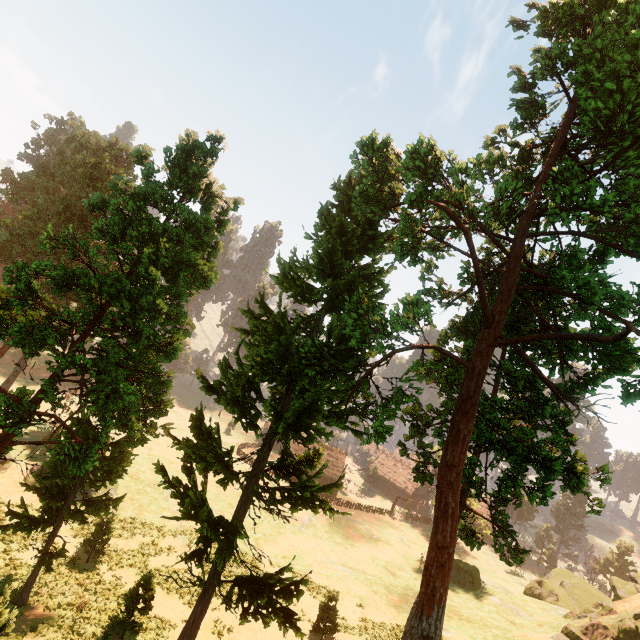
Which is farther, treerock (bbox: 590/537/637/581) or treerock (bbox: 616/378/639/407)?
treerock (bbox: 590/537/637/581)

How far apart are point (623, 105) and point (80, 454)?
23.1 meters

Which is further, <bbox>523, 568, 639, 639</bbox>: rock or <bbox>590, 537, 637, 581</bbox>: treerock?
<bbox>590, 537, 637, 581</bbox>: treerock

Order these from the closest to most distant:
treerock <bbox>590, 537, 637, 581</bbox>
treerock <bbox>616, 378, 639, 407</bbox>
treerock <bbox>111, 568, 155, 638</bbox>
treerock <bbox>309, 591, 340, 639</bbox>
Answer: treerock <bbox>616, 378, 639, 407</bbox> → treerock <bbox>111, 568, 155, 638</bbox> → treerock <bbox>309, 591, 340, 639</bbox> → treerock <bbox>590, 537, 637, 581</bbox>

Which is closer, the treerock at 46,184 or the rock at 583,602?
the treerock at 46,184
